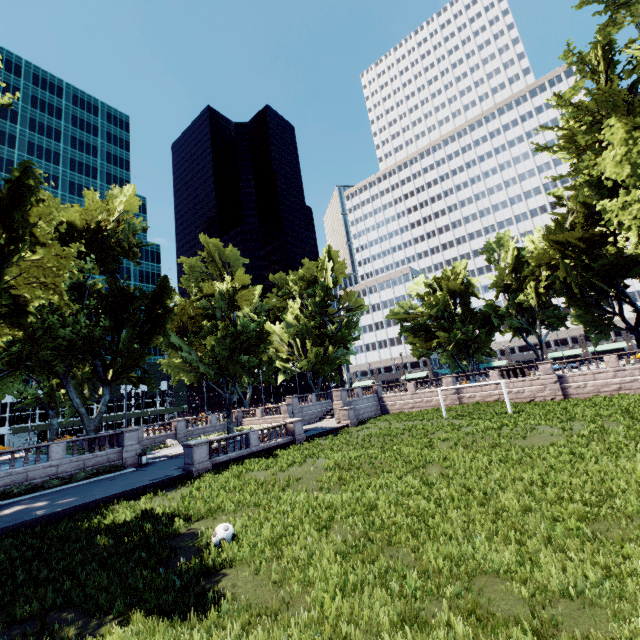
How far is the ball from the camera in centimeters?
985cm

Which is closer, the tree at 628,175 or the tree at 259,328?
the tree at 259,328

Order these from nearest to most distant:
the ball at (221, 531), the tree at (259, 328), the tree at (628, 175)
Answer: the ball at (221, 531) → the tree at (259, 328) → the tree at (628, 175)

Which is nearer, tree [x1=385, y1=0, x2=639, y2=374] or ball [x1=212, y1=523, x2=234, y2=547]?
ball [x1=212, y1=523, x2=234, y2=547]

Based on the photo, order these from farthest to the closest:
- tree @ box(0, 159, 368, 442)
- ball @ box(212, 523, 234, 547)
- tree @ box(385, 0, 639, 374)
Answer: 1. tree @ box(385, 0, 639, 374)
2. tree @ box(0, 159, 368, 442)
3. ball @ box(212, 523, 234, 547)

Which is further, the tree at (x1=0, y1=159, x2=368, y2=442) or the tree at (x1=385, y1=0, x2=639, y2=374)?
the tree at (x1=385, y1=0, x2=639, y2=374)

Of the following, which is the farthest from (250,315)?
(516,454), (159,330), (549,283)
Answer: (549,283)
